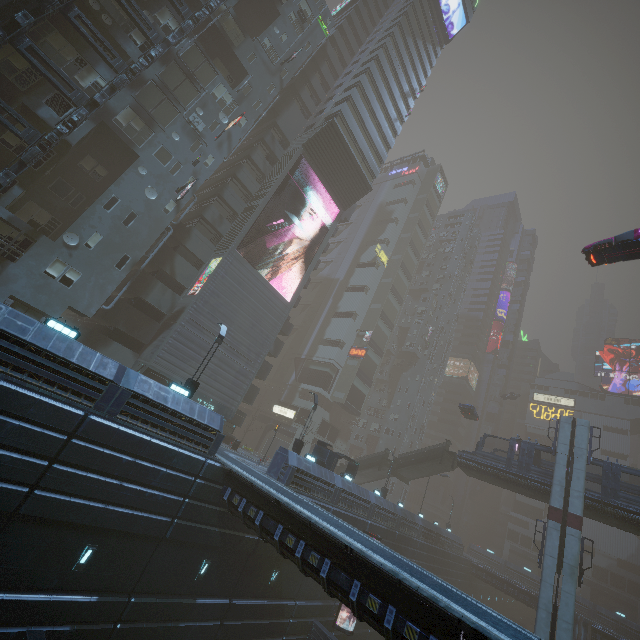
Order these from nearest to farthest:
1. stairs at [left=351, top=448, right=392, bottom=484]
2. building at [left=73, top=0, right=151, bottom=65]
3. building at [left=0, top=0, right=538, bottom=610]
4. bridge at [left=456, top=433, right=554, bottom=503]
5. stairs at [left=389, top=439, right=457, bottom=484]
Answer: building at [left=0, top=0, right=538, bottom=610]
building at [left=73, top=0, right=151, bottom=65]
bridge at [left=456, top=433, right=554, bottom=503]
stairs at [left=389, top=439, right=457, bottom=484]
stairs at [left=351, top=448, right=392, bottom=484]

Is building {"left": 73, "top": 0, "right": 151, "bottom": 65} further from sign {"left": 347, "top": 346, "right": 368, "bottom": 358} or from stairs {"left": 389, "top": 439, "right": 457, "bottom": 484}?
stairs {"left": 389, "top": 439, "right": 457, "bottom": 484}

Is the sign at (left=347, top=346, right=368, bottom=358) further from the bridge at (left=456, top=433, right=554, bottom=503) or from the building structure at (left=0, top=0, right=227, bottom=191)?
the building structure at (left=0, top=0, right=227, bottom=191)

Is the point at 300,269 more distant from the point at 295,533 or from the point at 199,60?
the point at 295,533

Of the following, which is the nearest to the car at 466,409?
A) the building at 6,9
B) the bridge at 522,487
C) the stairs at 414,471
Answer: the bridge at 522,487

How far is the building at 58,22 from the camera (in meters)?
20.52

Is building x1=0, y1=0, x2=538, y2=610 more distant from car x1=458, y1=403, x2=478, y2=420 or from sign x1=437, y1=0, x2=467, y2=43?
car x1=458, y1=403, x2=478, y2=420
